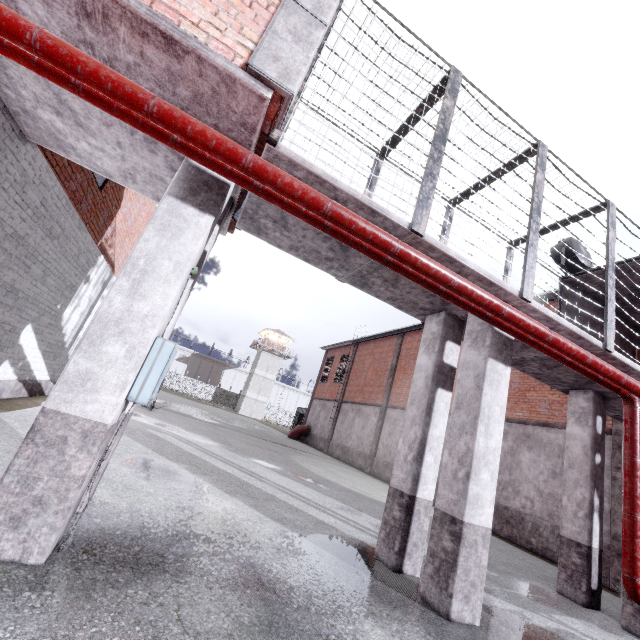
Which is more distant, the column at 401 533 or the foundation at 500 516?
the foundation at 500 516

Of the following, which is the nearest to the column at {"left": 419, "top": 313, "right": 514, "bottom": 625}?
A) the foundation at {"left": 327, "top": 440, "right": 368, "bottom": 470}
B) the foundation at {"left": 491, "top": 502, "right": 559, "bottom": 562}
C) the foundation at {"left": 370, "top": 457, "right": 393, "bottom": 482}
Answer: the foundation at {"left": 491, "top": 502, "right": 559, "bottom": 562}

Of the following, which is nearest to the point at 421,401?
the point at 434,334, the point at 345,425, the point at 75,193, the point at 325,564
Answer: the point at 434,334

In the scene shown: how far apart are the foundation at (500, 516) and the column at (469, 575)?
7.9 meters

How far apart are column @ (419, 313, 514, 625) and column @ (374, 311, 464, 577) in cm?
46

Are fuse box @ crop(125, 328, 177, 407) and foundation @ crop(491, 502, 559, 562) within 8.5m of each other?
no

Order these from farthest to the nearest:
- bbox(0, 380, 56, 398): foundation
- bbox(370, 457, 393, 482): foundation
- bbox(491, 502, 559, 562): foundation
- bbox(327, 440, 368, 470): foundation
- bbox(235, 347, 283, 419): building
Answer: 1. bbox(235, 347, 283, 419): building
2. bbox(327, 440, 368, 470): foundation
3. bbox(370, 457, 393, 482): foundation
4. bbox(491, 502, 559, 562): foundation
5. bbox(0, 380, 56, 398): foundation

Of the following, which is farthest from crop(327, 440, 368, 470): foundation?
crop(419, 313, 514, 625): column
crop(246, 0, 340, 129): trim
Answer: crop(246, 0, 340, 129): trim
